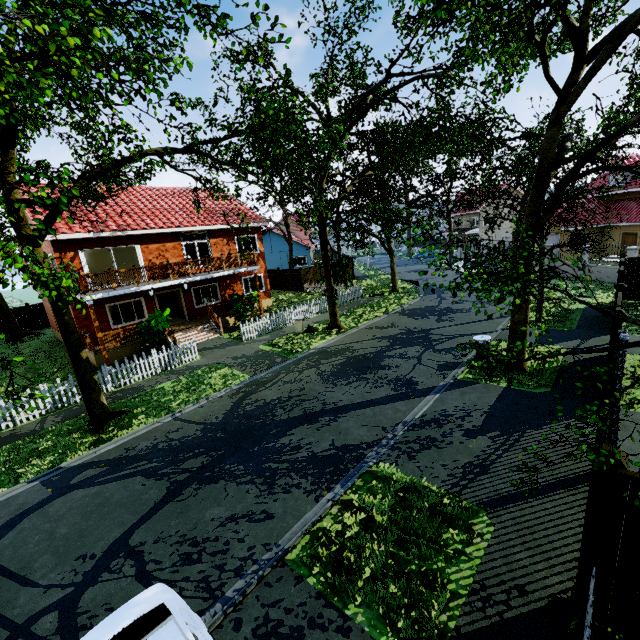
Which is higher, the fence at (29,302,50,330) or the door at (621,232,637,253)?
the door at (621,232,637,253)

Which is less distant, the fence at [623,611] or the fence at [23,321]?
the fence at [623,611]

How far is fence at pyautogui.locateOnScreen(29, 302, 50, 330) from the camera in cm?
2666

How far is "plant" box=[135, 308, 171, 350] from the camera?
15.82m

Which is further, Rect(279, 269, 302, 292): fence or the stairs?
Rect(279, 269, 302, 292): fence

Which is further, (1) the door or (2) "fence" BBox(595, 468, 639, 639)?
(1) the door

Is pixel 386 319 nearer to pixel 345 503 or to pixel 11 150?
pixel 345 503

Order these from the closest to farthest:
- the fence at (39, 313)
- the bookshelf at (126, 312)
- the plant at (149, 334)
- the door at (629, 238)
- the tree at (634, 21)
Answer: the tree at (634, 21) → the plant at (149, 334) → the bookshelf at (126, 312) → the fence at (39, 313) → the door at (629, 238)
